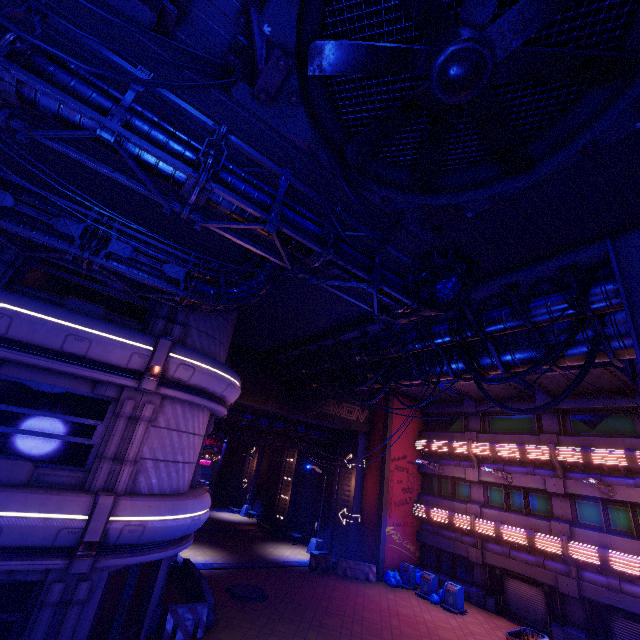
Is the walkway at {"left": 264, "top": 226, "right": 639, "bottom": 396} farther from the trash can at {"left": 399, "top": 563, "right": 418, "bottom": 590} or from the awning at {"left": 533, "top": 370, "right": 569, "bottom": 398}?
the trash can at {"left": 399, "top": 563, "right": 418, "bottom": 590}

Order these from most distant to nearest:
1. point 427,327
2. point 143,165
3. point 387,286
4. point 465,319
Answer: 1. point 427,327
2. point 465,319
3. point 387,286
4. point 143,165

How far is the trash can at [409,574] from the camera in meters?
20.5

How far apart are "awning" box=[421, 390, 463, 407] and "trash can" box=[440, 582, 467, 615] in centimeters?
1105cm

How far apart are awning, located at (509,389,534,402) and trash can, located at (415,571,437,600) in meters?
11.2

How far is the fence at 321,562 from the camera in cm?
2091

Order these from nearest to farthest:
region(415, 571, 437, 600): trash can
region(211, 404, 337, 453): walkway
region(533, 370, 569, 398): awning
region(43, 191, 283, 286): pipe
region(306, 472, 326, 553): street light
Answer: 1. region(43, 191, 283, 286): pipe
2. region(533, 370, 569, 398): awning
3. region(415, 571, 437, 600): trash can
4. region(211, 404, 337, 453): walkway
5. region(306, 472, 326, 553): street light

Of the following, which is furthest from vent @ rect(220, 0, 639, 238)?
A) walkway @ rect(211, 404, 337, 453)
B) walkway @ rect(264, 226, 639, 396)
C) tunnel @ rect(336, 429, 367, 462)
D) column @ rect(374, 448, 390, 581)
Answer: column @ rect(374, 448, 390, 581)
